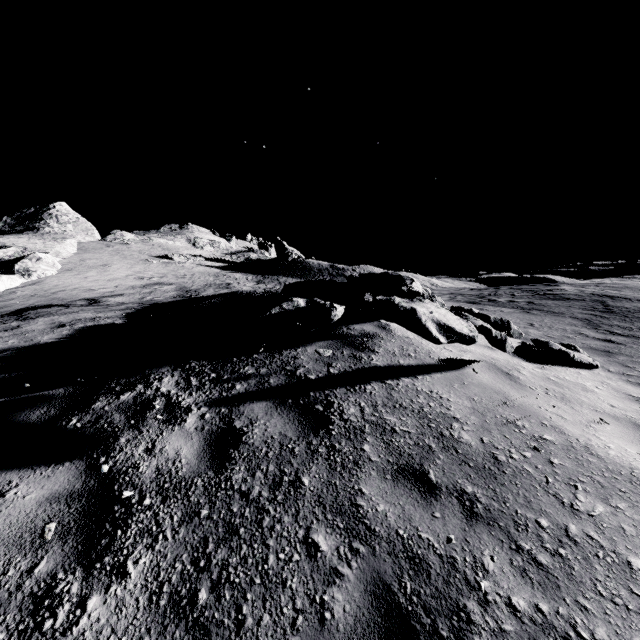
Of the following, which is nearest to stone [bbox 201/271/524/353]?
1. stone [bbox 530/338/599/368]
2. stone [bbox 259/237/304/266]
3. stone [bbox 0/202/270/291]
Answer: stone [bbox 530/338/599/368]

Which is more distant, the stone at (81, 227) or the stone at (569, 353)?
the stone at (81, 227)

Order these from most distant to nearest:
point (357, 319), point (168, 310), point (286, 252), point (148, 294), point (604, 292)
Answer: →
point (286, 252)
point (148, 294)
point (604, 292)
point (168, 310)
point (357, 319)

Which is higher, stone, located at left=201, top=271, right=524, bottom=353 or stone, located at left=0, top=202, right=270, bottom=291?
stone, located at left=0, top=202, right=270, bottom=291

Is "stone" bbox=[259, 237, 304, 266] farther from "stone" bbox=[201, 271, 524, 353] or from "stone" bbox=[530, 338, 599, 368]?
"stone" bbox=[530, 338, 599, 368]

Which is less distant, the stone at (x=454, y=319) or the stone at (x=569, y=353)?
the stone at (x=454, y=319)

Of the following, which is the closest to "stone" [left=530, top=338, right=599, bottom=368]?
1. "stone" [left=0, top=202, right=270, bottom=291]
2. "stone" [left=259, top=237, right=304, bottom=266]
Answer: "stone" [left=0, top=202, right=270, bottom=291]
